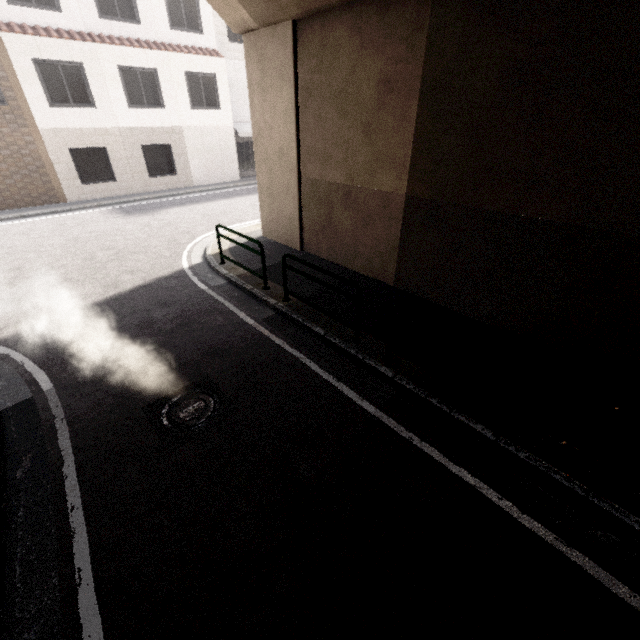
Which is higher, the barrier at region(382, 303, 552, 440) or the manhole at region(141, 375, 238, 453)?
the barrier at region(382, 303, 552, 440)

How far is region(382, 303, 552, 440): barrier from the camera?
3.5m

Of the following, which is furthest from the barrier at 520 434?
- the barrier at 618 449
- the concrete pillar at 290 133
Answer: the concrete pillar at 290 133

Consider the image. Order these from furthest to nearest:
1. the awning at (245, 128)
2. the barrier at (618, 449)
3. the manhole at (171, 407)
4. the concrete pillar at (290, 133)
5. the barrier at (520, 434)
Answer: the awning at (245, 128) → the concrete pillar at (290, 133) → the manhole at (171, 407) → the barrier at (520, 434) → the barrier at (618, 449)

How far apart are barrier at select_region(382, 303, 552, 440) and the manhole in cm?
236

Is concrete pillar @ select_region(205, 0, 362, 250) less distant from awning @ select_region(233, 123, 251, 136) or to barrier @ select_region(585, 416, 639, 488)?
barrier @ select_region(585, 416, 639, 488)

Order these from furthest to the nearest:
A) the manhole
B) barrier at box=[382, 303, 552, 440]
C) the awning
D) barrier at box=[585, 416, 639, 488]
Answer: the awning, the manhole, barrier at box=[382, 303, 552, 440], barrier at box=[585, 416, 639, 488]

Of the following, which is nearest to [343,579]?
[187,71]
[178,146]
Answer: [178,146]
